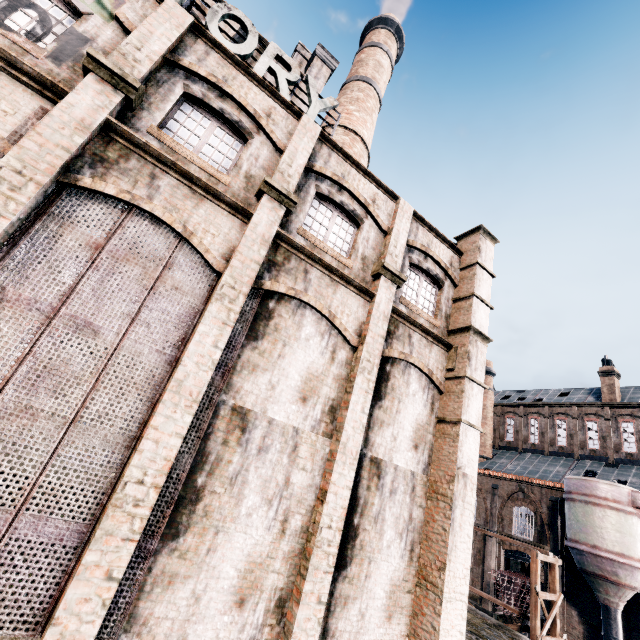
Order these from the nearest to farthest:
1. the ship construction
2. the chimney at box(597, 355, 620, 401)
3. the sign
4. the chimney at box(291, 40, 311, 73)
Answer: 1. the sign
2. the chimney at box(291, 40, 311, 73)
3. the ship construction
4. the chimney at box(597, 355, 620, 401)

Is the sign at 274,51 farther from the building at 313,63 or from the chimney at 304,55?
the chimney at 304,55

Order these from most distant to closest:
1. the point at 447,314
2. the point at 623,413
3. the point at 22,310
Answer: the point at 623,413, the point at 447,314, the point at 22,310

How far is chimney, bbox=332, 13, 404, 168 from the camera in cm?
→ 2270

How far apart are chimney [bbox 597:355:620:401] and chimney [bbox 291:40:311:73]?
43.5 meters

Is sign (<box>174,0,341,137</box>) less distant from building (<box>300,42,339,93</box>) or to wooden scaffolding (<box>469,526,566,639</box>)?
building (<box>300,42,339,93</box>)

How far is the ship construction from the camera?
28.9 meters

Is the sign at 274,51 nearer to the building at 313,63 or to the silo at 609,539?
the building at 313,63
